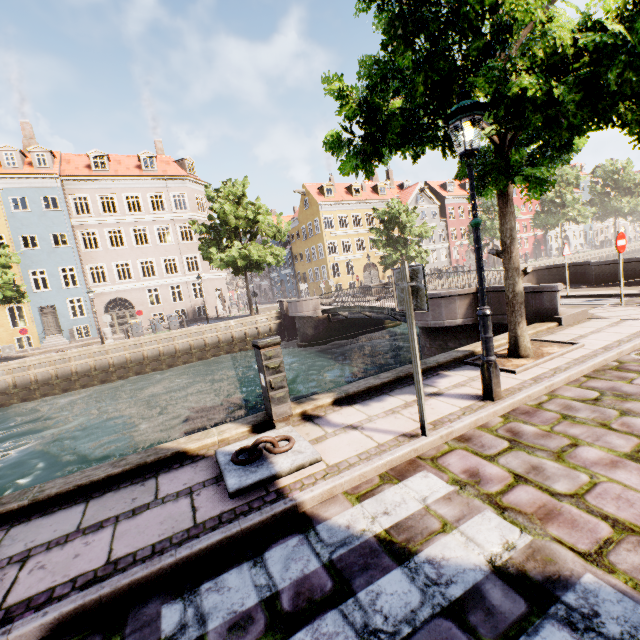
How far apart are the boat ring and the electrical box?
0.0m

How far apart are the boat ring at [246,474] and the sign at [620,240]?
9.6m

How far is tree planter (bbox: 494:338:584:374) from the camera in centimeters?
522cm

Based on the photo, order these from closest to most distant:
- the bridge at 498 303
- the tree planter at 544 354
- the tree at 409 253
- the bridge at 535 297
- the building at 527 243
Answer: the tree planter at 544 354, the bridge at 535 297, the bridge at 498 303, the tree at 409 253, the building at 527 243

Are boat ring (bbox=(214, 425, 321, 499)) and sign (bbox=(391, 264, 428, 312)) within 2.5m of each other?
yes

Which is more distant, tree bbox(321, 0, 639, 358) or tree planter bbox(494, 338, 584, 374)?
tree planter bbox(494, 338, 584, 374)

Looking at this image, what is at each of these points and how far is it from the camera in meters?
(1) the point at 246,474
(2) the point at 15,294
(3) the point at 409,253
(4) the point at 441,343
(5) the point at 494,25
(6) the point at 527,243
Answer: (1) boat ring, 3.3 m
(2) tree, 19.6 m
(3) tree, 30.3 m
(4) bridge, 10.8 m
(5) tree, 4.7 m
(6) building, 55.6 m

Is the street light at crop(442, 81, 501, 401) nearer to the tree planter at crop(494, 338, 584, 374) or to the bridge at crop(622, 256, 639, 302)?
the tree planter at crop(494, 338, 584, 374)
